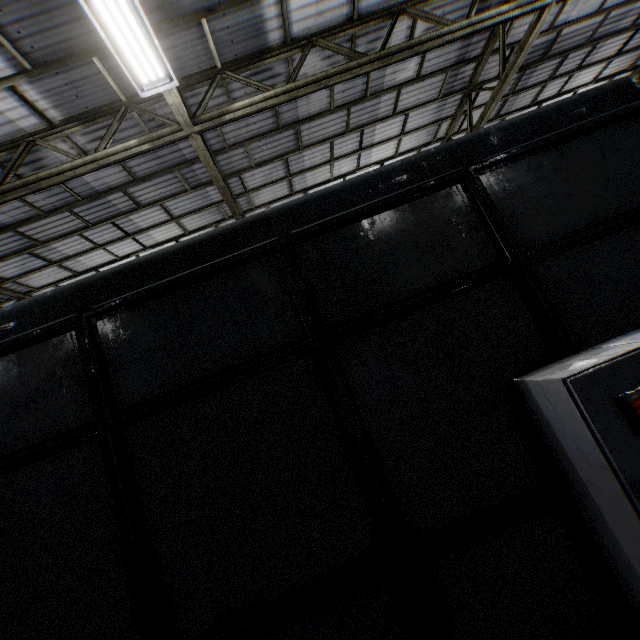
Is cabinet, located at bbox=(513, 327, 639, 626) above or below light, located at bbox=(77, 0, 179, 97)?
below

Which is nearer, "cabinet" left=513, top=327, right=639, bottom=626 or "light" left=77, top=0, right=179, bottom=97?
"cabinet" left=513, top=327, right=639, bottom=626

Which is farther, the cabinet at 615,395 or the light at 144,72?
the light at 144,72

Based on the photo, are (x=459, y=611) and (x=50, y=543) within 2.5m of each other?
no

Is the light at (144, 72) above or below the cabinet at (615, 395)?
above
